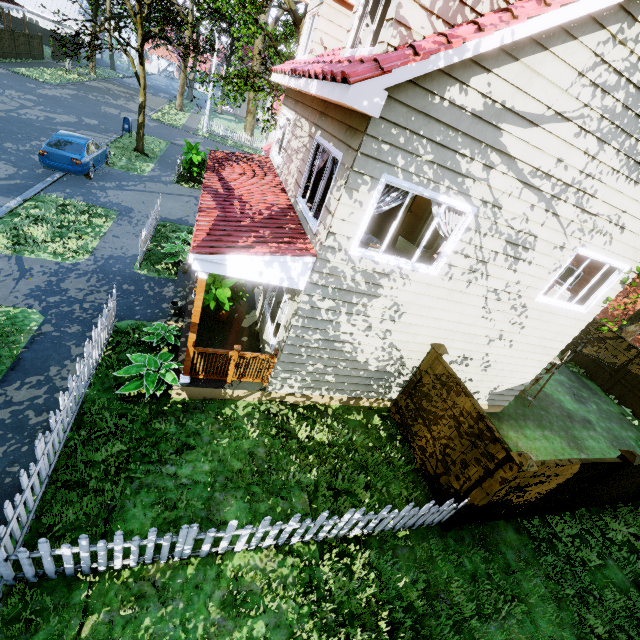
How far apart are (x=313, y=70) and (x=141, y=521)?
8.0m

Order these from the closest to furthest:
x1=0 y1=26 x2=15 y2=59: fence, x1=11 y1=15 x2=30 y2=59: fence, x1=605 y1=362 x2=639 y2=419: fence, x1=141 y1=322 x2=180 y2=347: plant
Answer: x1=141 y1=322 x2=180 y2=347: plant, x1=605 y1=362 x2=639 y2=419: fence, x1=0 y1=26 x2=15 y2=59: fence, x1=11 y1=15 x2=30 y2=59: fence

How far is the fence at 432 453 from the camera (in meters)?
5.79

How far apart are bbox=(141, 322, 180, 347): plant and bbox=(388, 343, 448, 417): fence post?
5.7m

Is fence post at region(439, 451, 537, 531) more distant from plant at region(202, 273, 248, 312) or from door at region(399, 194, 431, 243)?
door at region(399, 194, 431, 243)

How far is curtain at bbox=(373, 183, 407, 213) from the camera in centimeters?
528cm

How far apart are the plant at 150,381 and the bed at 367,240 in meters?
4.1

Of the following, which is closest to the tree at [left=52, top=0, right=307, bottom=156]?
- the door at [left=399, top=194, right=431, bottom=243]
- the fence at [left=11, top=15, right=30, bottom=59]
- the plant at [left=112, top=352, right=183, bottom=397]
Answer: the fence at [left=11, top=15, right=30, bottom=59]
